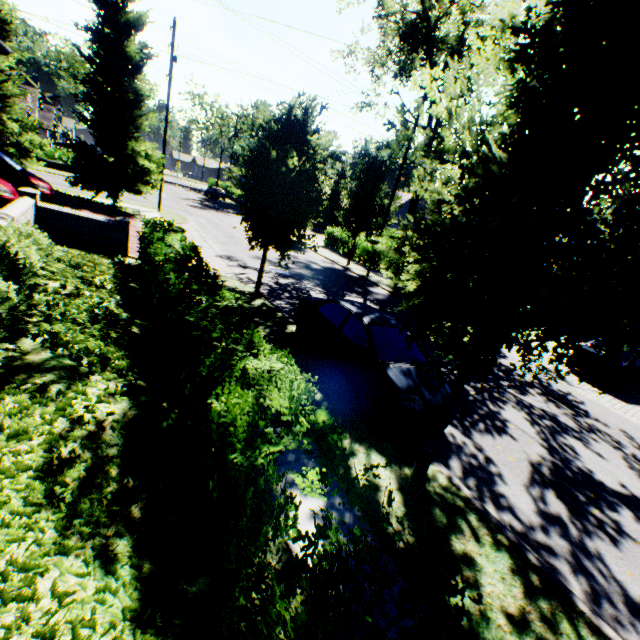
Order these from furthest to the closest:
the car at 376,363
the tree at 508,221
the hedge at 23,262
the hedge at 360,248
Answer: the hedge at 360,248
the car at 376,363
the hedge at 23,262
the tree at 508,221

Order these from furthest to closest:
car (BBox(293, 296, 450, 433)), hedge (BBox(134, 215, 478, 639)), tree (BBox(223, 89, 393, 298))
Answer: tree (BBox(223, 89, 393, 298)), car (BBox(293, 296, 450, 433)), hedge (BBox(134, 215, 478, 639))

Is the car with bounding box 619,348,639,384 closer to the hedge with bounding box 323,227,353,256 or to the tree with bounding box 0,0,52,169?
the tree with bounding box 0,0,52,169

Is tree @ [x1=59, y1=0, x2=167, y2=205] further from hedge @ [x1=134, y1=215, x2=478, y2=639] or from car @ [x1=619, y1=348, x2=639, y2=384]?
car @ [x1=619, y1=348, x2=639, y2=384]

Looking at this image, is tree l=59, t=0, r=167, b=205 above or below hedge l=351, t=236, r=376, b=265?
above

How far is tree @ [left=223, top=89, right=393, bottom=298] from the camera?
9.1 meters

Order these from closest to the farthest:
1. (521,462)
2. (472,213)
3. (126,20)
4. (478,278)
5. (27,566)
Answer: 1. (27,566)
2. (472,213)
3. (478,278)
4. (521,462)
5. (126,20)

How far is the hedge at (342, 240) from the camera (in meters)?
27.36
